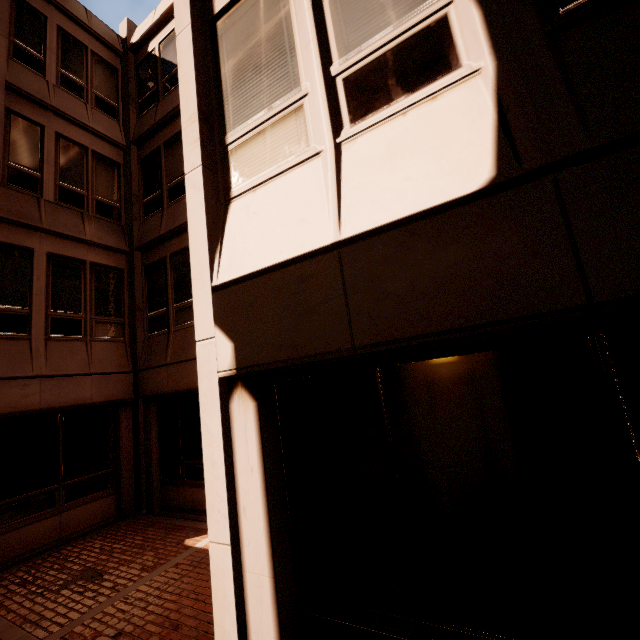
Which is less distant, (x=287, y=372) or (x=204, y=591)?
(x=287, y=372)
